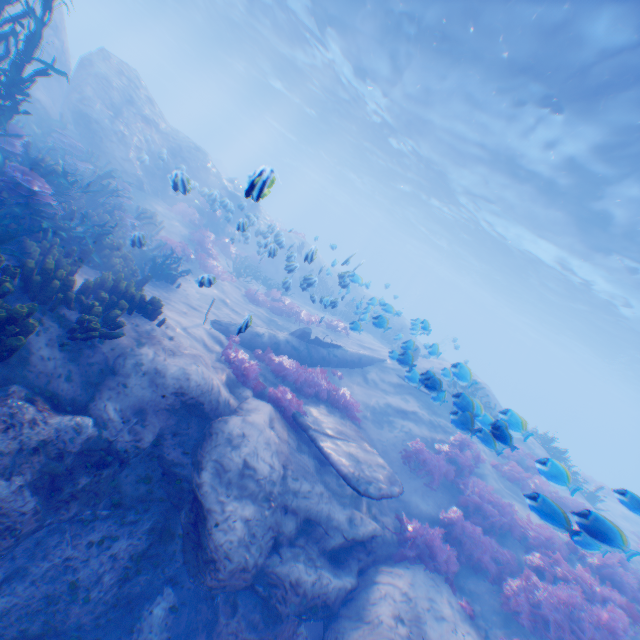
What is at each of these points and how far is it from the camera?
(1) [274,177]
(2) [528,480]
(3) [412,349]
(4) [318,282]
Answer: (1) light, 3.8 meters
(2) instancedfoliageactor, 11.9 meters
(3) plane, 8.8 meters
(4) instancedfoliageactor, 23.5 meters

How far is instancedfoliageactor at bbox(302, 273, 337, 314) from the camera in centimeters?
1167cm

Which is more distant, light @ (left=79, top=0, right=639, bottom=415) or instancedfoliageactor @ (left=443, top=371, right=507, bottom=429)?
light @ (left=79, top=0, right=639, bottom=415)

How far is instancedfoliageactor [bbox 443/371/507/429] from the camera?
6.7m

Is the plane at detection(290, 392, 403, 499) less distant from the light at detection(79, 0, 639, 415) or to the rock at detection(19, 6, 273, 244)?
the rock at detection(19, 6, 273, 244)

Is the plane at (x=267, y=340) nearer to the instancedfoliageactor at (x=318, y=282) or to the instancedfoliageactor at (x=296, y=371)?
the instancedfoliageactor at (x=296, y=371)

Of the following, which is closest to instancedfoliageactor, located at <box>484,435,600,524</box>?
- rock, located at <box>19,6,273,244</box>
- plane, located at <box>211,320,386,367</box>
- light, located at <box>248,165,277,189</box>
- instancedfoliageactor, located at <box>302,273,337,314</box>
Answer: rock, located at <box>19,6,273,244</box>

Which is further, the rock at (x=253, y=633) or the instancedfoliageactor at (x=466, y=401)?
the instancedfoliageactor at (x=466, y=401)
